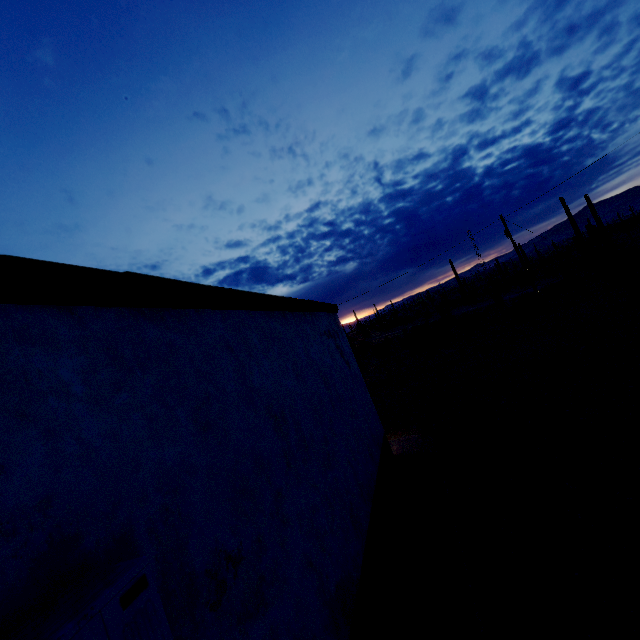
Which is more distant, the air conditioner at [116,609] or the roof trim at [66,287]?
the roof trim at [66,287]

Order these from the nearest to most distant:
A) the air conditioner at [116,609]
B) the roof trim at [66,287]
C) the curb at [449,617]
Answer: the air conditioner at [116,609]
the roof trim at [66,287]
the curb at [449,617]

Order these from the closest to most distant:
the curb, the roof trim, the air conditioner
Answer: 1. the air conditioner
2. the roof trim
3. the curb

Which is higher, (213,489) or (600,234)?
(600,234)

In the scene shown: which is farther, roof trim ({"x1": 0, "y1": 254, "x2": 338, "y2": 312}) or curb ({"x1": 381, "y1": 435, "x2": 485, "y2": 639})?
curb ({"x1": 381, "y1": 435, "x2": 485, "y2": 639})

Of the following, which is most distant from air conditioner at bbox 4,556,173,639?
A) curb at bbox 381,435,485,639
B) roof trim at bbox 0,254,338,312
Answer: curb at bbox 381,435,485,639

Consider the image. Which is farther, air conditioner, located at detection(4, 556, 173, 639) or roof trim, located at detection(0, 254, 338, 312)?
roof trim, located at detection(0, 254, 338, 312)
